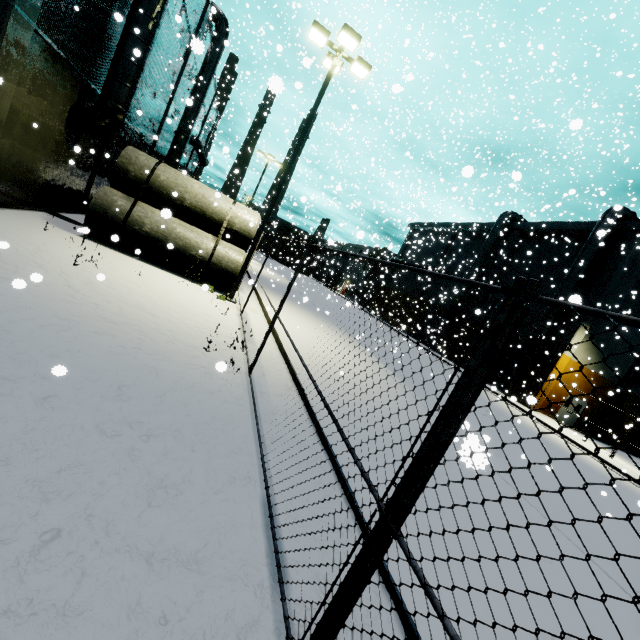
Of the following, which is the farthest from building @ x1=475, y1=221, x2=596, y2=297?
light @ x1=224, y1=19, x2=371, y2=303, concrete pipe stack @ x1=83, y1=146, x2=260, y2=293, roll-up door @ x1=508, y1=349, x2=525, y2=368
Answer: light @ x1=224, y1=19, x2=371, y2=303

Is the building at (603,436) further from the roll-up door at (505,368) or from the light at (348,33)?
the light at (348,33)

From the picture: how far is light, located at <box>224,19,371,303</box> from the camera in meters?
10.7

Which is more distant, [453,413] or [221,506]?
[221,506]

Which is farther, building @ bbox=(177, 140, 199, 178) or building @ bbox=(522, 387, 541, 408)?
building @ bbox=(177, 140, 199, 178)

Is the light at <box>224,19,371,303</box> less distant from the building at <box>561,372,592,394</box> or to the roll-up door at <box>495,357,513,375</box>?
the building at <box>561,372,592,394</box>

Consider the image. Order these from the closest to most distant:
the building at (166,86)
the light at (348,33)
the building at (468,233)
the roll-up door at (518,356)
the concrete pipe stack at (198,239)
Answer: the building at (166,86), the light at (348,33), the concrete pipe stack at (198,239), the roll-up door at (518,356), the building at (468,233)
